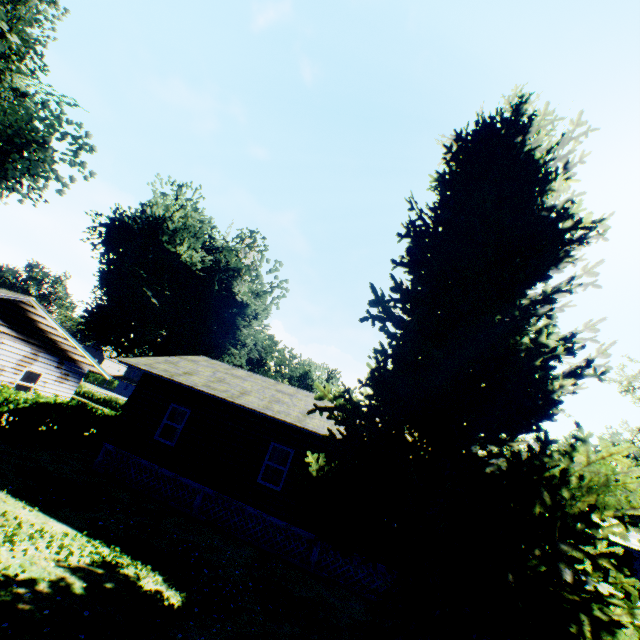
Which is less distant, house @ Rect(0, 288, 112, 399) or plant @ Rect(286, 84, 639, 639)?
plant @ Rect(286, 84, 639, 639)

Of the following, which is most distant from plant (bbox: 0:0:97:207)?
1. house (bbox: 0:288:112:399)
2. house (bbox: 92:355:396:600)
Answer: house (bbox: 0:288:112:399)

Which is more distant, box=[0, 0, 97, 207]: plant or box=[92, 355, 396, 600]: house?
box=[0, 0, 97, 207]: plant

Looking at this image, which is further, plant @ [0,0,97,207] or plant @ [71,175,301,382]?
plant @ [71,175,301,382]

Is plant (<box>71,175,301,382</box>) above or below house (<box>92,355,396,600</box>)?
above

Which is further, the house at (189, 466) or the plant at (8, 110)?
the plant at (8, 110)

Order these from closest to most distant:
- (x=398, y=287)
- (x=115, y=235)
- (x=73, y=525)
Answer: (x=73, y=525) < (x=398, y=287) < (x=115, y=235)

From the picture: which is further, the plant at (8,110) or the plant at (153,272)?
the plant at (153,272)
